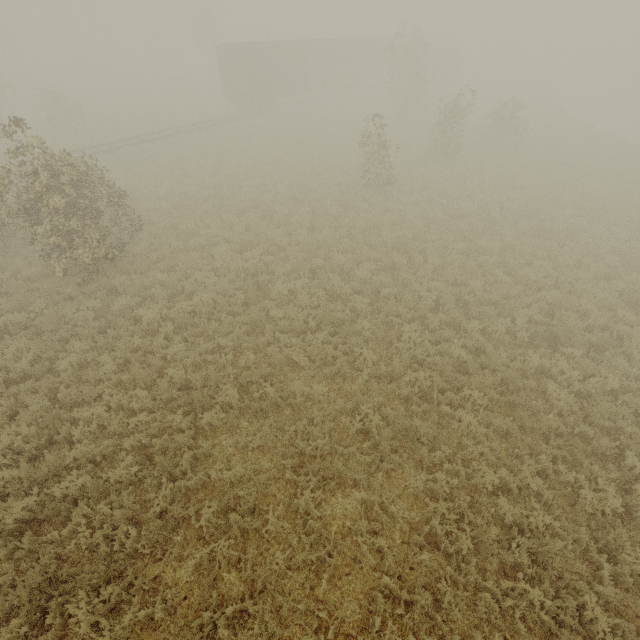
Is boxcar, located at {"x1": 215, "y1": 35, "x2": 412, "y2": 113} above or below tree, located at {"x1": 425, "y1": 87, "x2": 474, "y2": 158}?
A: above

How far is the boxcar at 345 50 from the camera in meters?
26.0

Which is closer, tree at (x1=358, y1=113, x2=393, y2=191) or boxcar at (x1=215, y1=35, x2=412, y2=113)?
tree at (x1=358, y1=113, x2=393, y2=191)

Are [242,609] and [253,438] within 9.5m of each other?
yes

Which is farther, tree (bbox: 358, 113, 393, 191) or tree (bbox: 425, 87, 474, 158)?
tree (bbox: 425, 87, 474, 158)

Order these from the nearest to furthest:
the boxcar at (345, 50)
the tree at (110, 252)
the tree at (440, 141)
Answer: the tree at (110, 252), the tree at (440, 141), the boxcar at (345, 50)

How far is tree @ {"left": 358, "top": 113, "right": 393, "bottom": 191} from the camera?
15.07m

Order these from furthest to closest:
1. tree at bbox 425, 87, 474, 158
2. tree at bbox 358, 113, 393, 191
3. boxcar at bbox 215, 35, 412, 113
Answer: boxcar at bbox 215, 35, 412, 113, tree at bbox 425, 87, 474, 158, tree at bbox 358, 113, 393, 191
